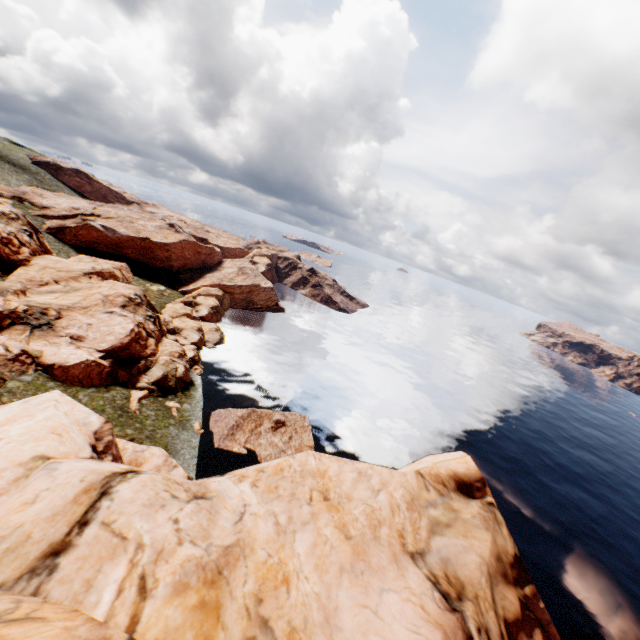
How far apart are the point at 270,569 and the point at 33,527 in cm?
507

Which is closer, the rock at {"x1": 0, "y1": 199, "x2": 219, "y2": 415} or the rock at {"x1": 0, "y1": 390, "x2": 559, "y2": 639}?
the rock at {"x1": 0, "y1": 390, "x2": 559, "y2": 639}

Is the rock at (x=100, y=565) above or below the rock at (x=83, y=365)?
above

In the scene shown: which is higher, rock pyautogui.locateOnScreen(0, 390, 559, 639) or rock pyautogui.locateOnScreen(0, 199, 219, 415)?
rock pyautogui.locateOnScreen(0, 390, 559, 639)

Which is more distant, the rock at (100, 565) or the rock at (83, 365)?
the rock at (83, 365)
